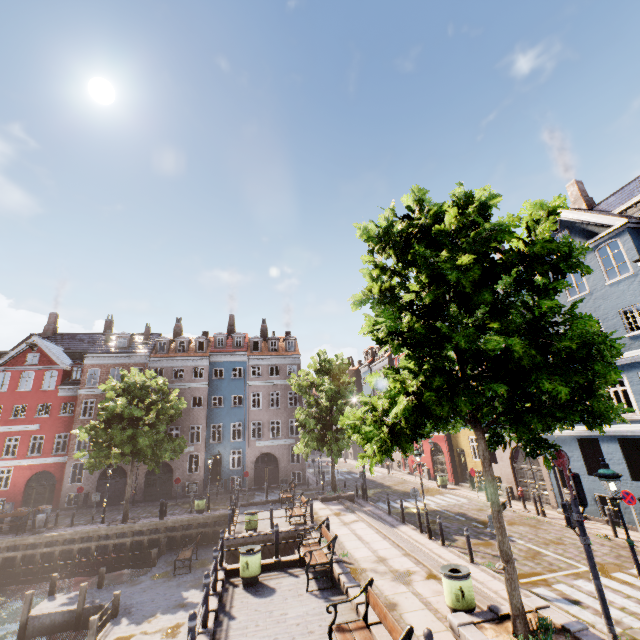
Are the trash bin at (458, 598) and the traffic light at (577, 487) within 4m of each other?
yes

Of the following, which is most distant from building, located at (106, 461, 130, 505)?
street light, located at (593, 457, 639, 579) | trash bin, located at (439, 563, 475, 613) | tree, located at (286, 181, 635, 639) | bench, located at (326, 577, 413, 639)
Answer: street light, located at (593, 457, 639, 579)

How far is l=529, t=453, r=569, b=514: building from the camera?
17.5 meters

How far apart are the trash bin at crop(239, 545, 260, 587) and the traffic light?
9.35m

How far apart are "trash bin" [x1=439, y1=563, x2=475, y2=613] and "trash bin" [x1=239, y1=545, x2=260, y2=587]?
5.9 meters

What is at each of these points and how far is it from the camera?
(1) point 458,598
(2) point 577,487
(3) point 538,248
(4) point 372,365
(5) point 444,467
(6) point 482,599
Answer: (1) trash bin, 7.70m
(2) traffic light, 8.31m
(3) tree, 5.98m
(4) building, 44.91m
(5) building, 28.69m
(6) stairs, 8.39m

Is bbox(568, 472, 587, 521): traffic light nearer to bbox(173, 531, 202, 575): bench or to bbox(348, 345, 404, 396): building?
bbox(348, 345, 404, 396): building

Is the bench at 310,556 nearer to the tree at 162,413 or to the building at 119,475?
the tree at 162,413
